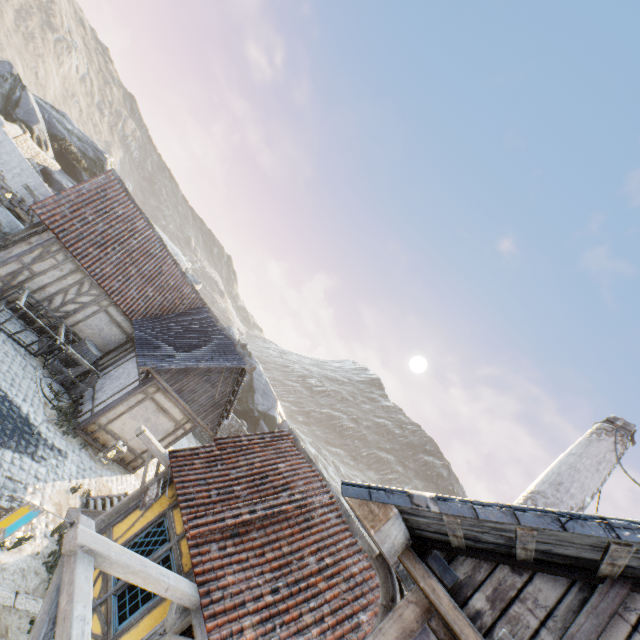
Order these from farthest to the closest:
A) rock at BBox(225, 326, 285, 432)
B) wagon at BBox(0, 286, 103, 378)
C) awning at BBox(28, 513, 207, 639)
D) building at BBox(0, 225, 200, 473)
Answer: rock at BBox(225, 326, 285, 432) → building at BBox(0, 225, 200, 473) → wagon at BBox(0, 286, 103, 378) → awning at BBox(28, 513, 207, 639)

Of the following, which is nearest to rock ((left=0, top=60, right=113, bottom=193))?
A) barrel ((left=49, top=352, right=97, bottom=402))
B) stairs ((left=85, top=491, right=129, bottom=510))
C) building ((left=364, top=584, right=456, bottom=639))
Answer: stairs ((left=85, top=491, right=129, bottom=510))

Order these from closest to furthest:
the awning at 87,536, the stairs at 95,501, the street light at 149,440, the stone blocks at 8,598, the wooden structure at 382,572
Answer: the wooden structure at 382,572, the awning at 87,536, the stone blocks at 8,598, the street light at 149,440, the stairs at 95,501

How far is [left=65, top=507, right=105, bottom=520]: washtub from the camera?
8.3 meters

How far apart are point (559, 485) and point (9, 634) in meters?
10.8 m

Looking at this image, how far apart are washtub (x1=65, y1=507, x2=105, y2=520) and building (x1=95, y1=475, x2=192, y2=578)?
0.03m

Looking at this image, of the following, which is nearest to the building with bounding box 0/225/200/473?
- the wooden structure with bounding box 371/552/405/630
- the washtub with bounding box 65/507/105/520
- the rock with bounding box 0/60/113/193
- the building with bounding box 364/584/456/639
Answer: the rock with bounding box 0/60/113/193

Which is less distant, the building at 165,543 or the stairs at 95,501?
the building at 165,543
